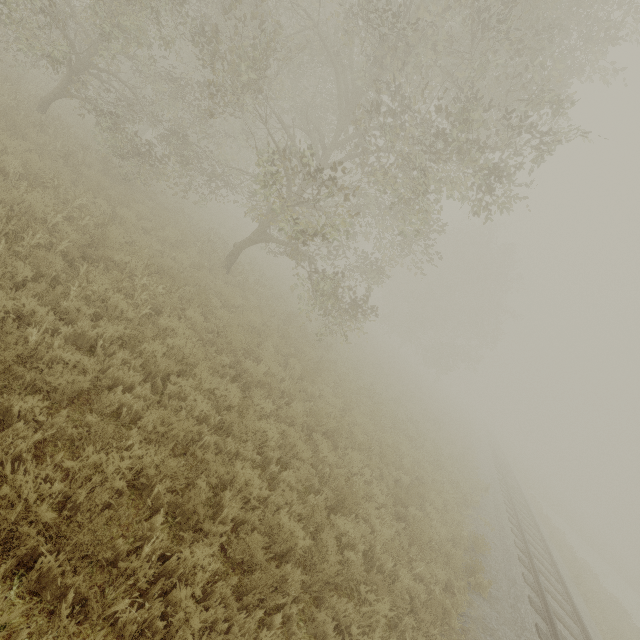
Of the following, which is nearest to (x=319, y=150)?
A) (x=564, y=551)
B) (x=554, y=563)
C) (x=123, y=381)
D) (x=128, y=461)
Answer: (x=123, y=381)
